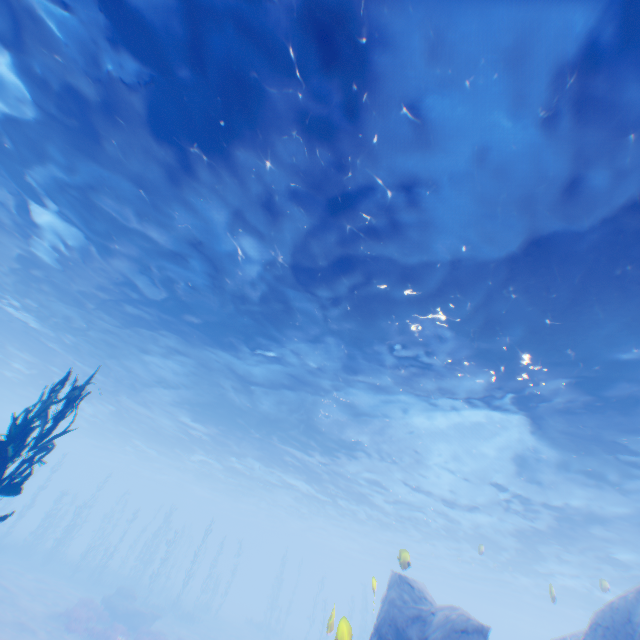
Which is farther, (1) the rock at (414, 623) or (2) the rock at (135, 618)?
(2) the rock at (135, 618)

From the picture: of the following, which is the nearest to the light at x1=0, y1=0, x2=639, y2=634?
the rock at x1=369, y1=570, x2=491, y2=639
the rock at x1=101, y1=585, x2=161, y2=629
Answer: the rock at x1=369, y1=570, x2=491, y2=639

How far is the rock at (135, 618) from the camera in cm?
2234

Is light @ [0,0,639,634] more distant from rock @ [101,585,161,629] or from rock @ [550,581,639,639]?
rock @ [101,585,161,629]

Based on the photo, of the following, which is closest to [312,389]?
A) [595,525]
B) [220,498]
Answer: [595,525]

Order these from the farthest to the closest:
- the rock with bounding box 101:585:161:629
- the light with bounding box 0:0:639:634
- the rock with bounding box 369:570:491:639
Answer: the rock with bounding box 101:585:161:629 → the rock with bounding box 369:570:491:639 → the light with bounding box 0:0:639:634

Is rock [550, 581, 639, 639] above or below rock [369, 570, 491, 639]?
above
